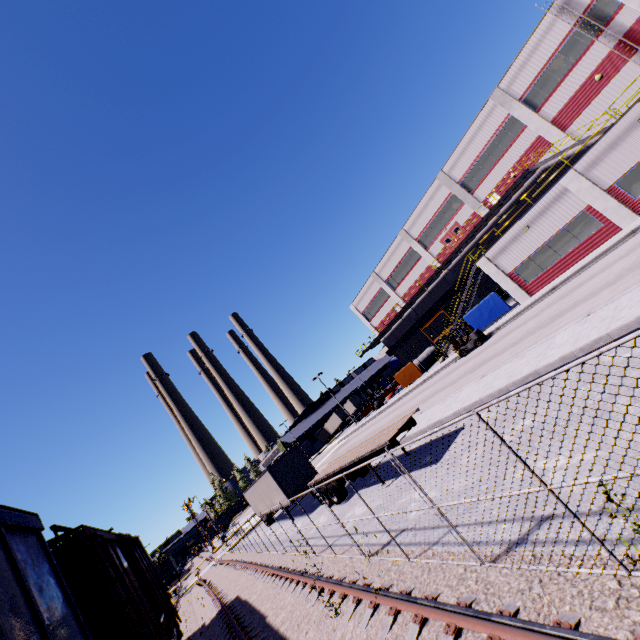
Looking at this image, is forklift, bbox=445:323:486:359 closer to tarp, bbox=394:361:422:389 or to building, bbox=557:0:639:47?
building, bbox=557:0:639:47

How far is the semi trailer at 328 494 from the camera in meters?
16.3 m

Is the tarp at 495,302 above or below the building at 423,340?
below

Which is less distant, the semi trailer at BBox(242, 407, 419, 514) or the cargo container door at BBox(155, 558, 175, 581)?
the semi trailer at BBox(242, 407, 419, 514)

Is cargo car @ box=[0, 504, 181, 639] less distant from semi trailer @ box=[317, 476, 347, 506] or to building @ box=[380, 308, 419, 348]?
semi trailer @ box=[317, 476, 347, 506]

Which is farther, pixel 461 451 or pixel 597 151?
pixel 597 151

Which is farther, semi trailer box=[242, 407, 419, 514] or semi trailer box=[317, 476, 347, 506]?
semi trailer box=[317, 476, 347, 506]

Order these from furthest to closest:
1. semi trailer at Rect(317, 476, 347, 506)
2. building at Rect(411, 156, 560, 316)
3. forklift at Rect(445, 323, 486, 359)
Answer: building at Rect(411, 156, 560, 316) → forklift at Rect(445, 323, 486, 359) → semi trailer at Rect(317, 476, 347, 506)
